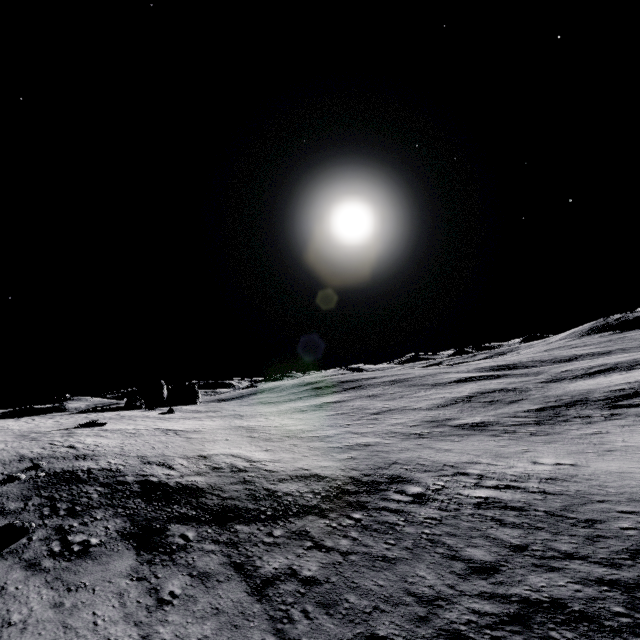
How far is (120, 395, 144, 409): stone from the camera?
49.2m

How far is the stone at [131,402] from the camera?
49.2 meters

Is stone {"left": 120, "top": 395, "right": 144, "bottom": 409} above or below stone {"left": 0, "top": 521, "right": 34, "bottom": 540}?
above

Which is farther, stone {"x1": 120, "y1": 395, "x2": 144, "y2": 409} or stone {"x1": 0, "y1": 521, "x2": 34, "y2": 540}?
stone {"x1": 120, "y1": 395, "x2": 144, "y2": 409}

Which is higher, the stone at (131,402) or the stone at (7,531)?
the stone at (131,402)

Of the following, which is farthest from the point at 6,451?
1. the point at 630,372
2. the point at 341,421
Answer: the point at 630,372
